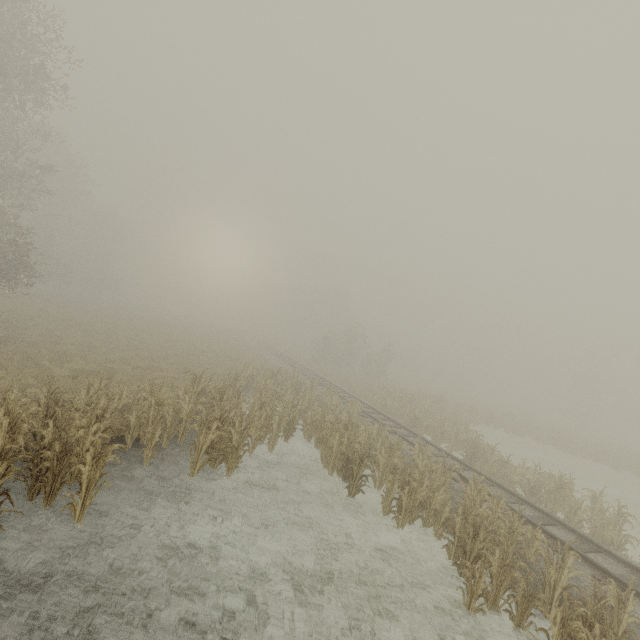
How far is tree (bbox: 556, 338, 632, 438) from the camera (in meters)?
44.81

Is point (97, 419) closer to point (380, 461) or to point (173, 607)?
point (173, 607)

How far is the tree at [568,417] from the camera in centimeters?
4481cm
